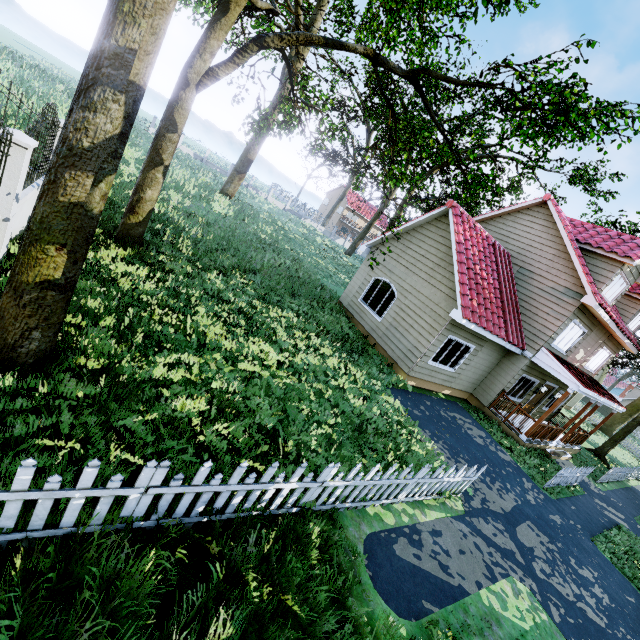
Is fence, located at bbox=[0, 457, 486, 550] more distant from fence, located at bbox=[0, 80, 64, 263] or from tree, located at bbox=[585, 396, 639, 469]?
fence, located at bbox=[0, 80, 64, 263]

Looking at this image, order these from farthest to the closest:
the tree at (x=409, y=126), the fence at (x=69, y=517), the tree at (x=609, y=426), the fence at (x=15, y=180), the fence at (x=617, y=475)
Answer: the tree at (x=609, y=426)
the fence at (x=617, y=475)
the fence at (x=15, y=180)
the tree at (x=409, y=126)
the fence at (x=69, y=517)

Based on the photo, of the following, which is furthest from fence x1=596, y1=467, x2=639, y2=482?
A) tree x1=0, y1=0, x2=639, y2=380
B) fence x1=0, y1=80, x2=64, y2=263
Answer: fence x1=0, y1=80, x2=64, y2=263

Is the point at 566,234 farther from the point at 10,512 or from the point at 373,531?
the point at 10,512

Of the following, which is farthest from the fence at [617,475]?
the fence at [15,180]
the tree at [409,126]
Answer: the fence at [15,180]

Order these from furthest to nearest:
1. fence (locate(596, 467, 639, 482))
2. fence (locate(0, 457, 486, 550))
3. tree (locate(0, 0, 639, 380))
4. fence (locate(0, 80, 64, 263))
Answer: fence (locate(596, 467, 639, 482)) < fence (locate(0, 80, 64, 263)) < tree (locate(0, 0, 639, 380)) < fence (locate(0, 457, 486, 550))

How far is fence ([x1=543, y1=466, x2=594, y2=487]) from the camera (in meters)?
11.08
